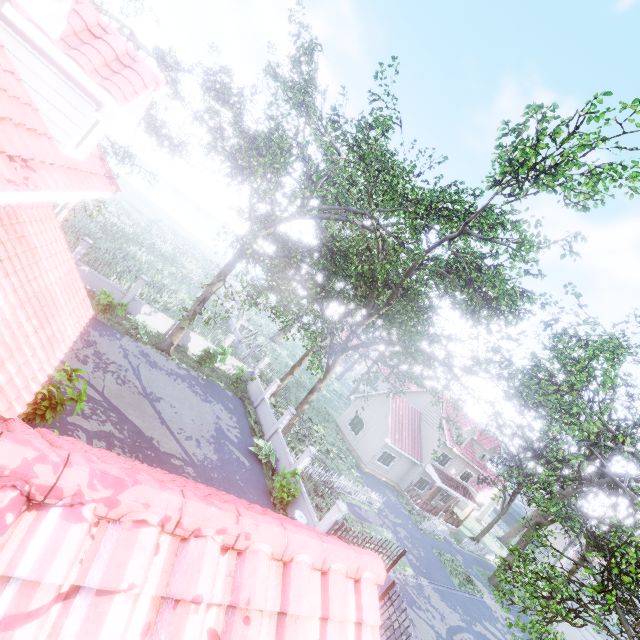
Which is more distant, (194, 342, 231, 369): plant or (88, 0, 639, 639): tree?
(194, 342, 231, 369): plant

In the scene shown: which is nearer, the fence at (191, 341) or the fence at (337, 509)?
the fence at (337, 509)

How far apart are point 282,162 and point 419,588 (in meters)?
24.19

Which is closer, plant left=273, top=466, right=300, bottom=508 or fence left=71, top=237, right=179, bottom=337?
plant left=273, top=466, right=300, bottom=508

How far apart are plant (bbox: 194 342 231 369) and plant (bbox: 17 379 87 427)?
10.3m

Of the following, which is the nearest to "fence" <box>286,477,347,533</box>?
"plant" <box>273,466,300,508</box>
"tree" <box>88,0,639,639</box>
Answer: "plant" <box>273,466,300,508</box>

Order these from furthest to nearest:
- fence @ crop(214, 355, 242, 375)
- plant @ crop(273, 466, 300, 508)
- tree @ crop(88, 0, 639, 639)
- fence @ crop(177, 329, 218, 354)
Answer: fence @ crop(214, 355, 242, 375)
fence @ crop(177, 329, 218, 354)
plant @ crop(273, 466, 300, 508)
tree @ crop(88, 0, 639, 639)

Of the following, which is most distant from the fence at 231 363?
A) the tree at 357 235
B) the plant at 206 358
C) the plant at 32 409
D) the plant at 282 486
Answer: the plant at 32 409
